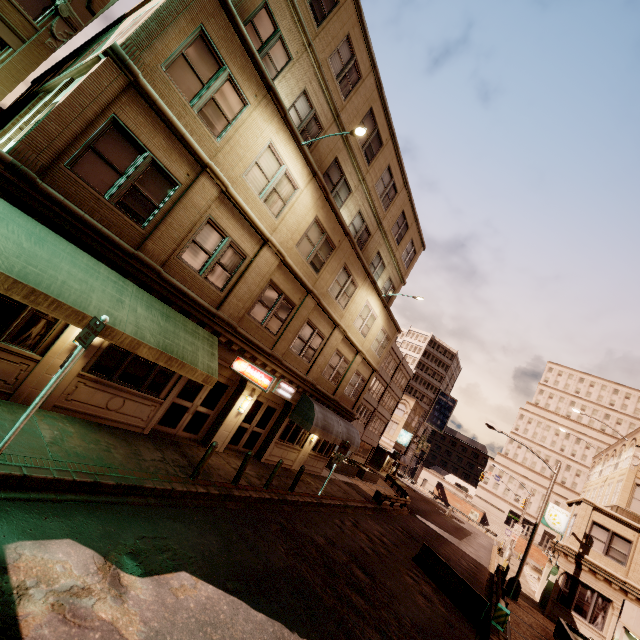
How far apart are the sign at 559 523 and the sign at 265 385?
28.0m

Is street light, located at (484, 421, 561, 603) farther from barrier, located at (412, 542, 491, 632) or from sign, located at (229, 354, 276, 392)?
sign, located at (229, 354, 276, 392)

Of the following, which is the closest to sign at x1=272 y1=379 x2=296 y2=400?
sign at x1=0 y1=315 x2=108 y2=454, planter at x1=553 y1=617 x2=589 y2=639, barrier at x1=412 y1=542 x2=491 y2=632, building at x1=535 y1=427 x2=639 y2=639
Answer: sign at x1=0 y1=315 x2=108 y2=454

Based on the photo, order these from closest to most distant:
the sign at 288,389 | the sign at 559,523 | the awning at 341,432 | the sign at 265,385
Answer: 1. the sign at 265,385
2. the sign at 288,389
3. the awning at 341,432
4. the sign at 559,523

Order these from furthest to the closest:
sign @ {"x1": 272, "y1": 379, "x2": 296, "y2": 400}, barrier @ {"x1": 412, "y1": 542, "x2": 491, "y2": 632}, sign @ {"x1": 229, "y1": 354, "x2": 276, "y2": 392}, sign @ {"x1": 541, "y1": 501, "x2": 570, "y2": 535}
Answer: sign @ {"x1": 541, "y1": 501, "x2": 570, "y2": 535}
sign @ {"x1": 272, "y1": 379, "x2": 296, "y2": 400}
barrier @ {"x1": 412, "y1": 542, "x2": 491, "y2": 632}
sign @ {"x1": 229, "y1": 354, "x2": 276, "y2": 392}

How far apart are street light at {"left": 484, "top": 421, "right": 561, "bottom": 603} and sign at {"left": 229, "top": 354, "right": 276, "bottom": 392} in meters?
21.1

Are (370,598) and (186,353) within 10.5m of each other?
yes

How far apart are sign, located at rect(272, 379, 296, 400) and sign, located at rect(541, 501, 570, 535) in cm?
2480
